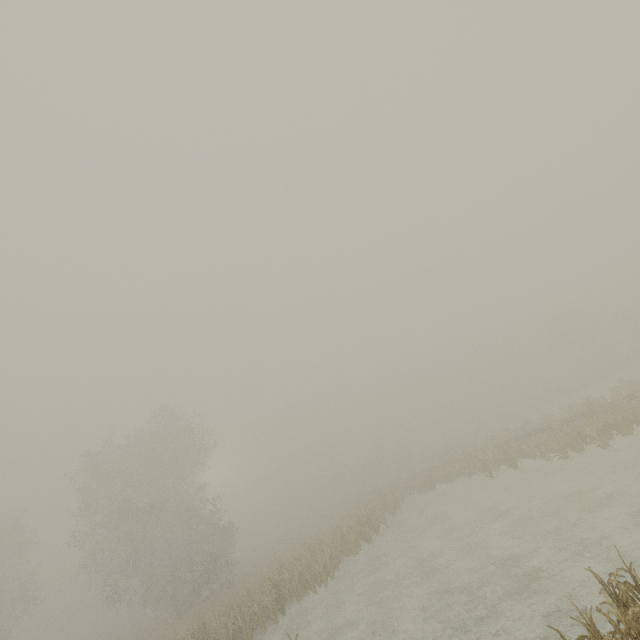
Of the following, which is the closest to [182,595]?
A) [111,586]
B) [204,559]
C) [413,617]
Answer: [204,559]
